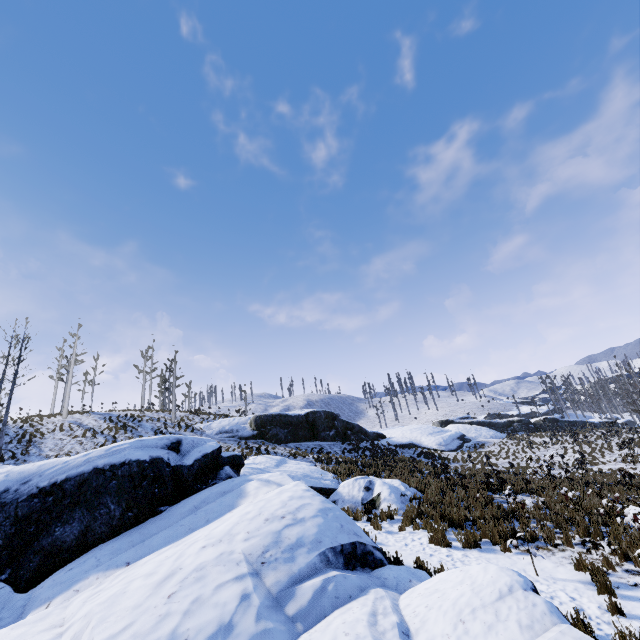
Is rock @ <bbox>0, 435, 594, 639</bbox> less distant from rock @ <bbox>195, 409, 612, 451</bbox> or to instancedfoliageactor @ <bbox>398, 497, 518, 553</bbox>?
instancedfoliageactor @ <bbox>398, 497, 518, 553</bbox>

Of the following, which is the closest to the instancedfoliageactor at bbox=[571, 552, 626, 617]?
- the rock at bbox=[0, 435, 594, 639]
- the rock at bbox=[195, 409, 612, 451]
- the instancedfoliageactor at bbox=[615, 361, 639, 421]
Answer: the rock at bbox=[0, 435, 594, 639]

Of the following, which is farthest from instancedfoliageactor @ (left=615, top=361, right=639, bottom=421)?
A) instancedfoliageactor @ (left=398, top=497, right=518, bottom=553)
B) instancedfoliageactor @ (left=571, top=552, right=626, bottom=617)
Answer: instancedfoliageactor @ (left=571, top=552, right=626, bottom=617)

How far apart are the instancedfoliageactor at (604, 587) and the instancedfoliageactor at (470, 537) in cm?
371

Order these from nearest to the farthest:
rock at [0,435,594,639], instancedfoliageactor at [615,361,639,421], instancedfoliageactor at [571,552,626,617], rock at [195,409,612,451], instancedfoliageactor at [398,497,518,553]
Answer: rock at [0,435,594,639] < instancedfoliageactor at [571,552,626,617] < instancedfoliageactor at [398,497,518,553] < rock at [195,409,612,451] < instancedfoliageactor at [615,361,639,421]

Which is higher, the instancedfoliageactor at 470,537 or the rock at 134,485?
the rock at 134,485

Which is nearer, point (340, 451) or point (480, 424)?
point (340, 451)

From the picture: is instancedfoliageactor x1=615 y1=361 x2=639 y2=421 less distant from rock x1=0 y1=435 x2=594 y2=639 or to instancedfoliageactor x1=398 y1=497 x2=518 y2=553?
rock x1=0 y1=435 x2=594 y2=639
